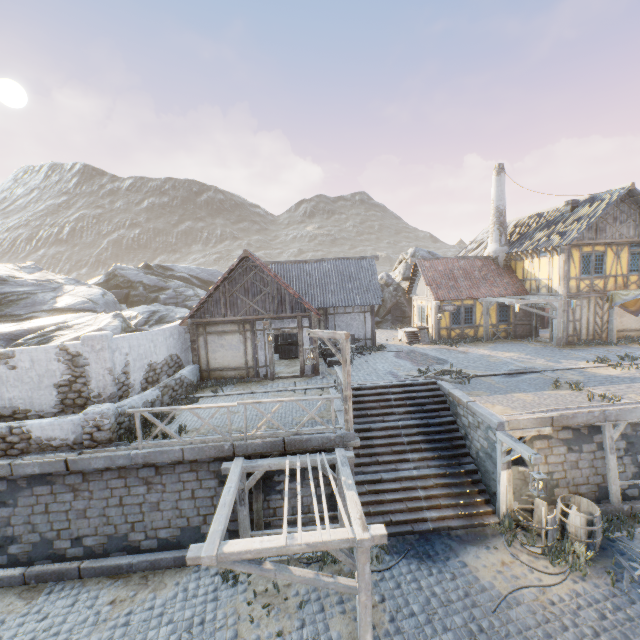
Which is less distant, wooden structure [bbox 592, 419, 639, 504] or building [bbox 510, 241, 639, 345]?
wooden structure [bbox 592, 419, 639, 504]

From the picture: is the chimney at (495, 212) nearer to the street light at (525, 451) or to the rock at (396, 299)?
the rock at (396, 299)

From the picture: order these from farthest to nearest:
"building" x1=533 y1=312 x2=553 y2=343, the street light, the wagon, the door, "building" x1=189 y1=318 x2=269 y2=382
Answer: the door → "building" x1=533 y1=312 x2=553 y2=343 → the wagon → "building" x1=189 y1=318 x2=269 y2=382 → the street light

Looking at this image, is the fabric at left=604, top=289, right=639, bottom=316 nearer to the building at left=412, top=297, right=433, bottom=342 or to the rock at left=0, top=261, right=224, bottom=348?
the building at left=412, top=297, right=433, bottom=342

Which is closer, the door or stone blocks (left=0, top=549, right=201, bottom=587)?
stone blocks (left=0, top=549, right=201, bottom=587)

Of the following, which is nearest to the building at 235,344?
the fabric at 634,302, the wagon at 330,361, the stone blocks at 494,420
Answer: the wagon at 330,361

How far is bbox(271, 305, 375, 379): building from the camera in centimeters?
1506cm

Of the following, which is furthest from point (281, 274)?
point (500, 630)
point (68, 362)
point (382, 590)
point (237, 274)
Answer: point (500, 630)
